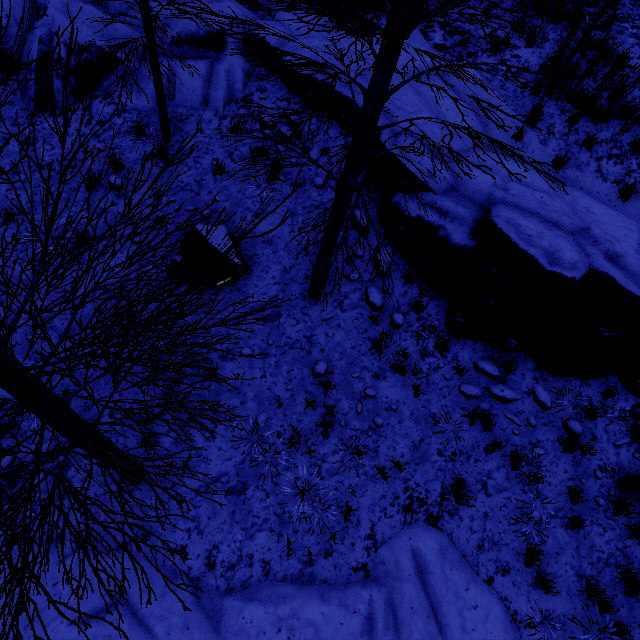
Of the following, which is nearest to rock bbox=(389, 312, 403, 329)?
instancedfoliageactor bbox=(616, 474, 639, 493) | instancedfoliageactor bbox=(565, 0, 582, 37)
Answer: A: instancedfoliageactor bbox=(616, 474, 639, 493)

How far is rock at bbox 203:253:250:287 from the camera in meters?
6.2

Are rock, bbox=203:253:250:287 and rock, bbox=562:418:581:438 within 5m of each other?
no

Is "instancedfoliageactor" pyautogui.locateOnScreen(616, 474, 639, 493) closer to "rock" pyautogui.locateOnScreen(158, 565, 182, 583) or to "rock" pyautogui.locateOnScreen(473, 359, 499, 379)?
"rock" pyautogui.locateOnScreen(473, 359, 499, 379)

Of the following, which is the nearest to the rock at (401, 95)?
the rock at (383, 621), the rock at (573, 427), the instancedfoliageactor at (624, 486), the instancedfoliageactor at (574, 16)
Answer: the rock at (573, 427)

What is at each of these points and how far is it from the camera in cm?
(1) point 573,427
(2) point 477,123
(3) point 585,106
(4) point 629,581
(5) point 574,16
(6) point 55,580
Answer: (1) rock, 605
(2) rock, 771
(3) instancedfoliageactor, 796
(4) instancedfoliageactor, 537
(5) instancedfoliageactor, 891
(6) rock, 479

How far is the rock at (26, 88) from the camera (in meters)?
7.13

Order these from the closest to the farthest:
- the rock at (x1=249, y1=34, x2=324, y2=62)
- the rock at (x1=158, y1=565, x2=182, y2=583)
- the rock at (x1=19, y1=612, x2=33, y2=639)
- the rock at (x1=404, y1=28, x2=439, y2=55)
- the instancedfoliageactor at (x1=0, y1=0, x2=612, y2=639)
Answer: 1. the instancedfoliageactor at (x1=0, y1=0, x2=612, y2=639)
2. the rock at (x1=19, y1=612, x2=33, y2=639)
3. the rock at (x1=158, y1=565, x2=182, y2=583)
4. the rock at (x1=249, y1=34, x2=324, y2=62)
5. the rock at (x1=404, y1=28, x2=439, y2=55)
